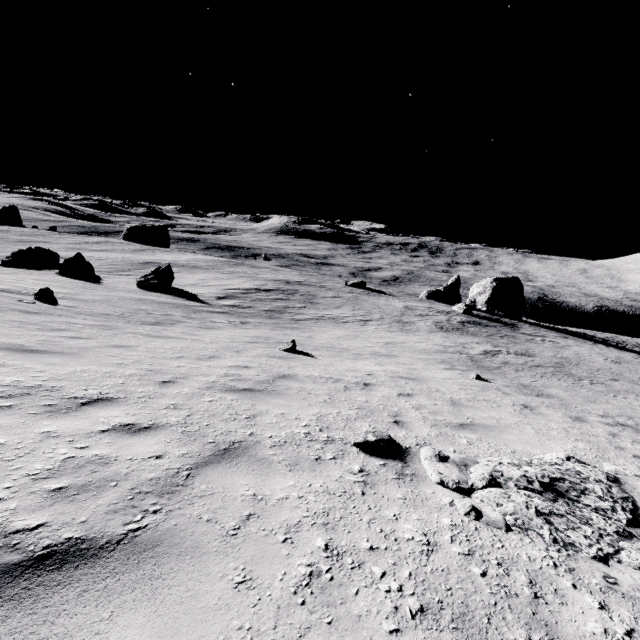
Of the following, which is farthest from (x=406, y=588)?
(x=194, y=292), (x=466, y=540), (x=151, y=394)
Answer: (x=194, y=292)

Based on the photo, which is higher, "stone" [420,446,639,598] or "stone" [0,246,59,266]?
"stone" [420,446,639,598]

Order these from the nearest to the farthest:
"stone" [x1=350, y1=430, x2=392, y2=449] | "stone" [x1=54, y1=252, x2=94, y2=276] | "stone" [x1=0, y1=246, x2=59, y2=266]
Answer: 1. "stone" [x1=350, y1=430, x2=392, y2=449]
2. "stone" [x1=54, y1=252, x2=94, y2=276]
3. "stone" [x1=0, y1=246, x2=59, y2=266]

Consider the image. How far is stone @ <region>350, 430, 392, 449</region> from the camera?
4.1 meters

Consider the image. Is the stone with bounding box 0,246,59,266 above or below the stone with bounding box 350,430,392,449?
below

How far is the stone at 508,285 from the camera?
43.9m

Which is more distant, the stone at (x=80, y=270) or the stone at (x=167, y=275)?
the stone at (x=80, y=270)

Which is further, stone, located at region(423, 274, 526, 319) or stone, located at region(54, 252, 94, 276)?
stone, located at region(423, 274, 526, 319)
